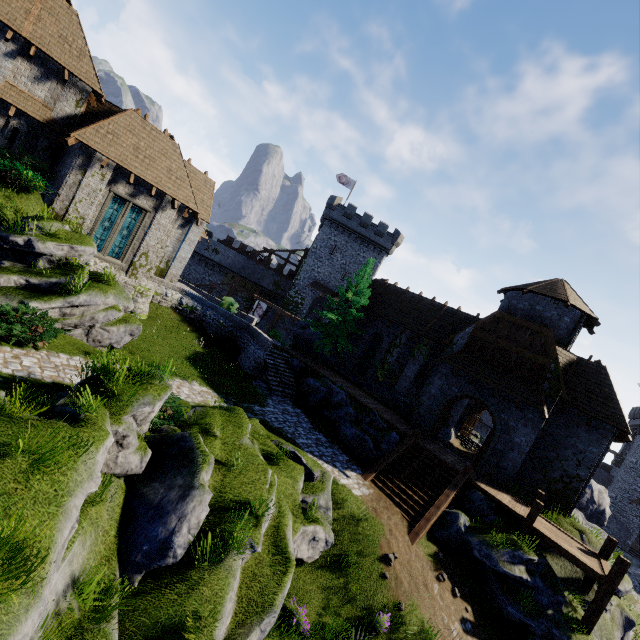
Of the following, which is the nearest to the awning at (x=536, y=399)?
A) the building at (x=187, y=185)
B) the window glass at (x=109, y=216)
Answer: the building at (x=187, y=185)

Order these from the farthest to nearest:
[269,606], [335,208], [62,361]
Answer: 1. [335,208]
2. [62,361]
3. [269,606]

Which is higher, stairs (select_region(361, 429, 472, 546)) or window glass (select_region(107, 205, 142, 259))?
window glass (select_region(107, 205, 142, 259))

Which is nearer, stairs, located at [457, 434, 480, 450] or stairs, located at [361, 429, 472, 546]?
stairs, located at [361, 429, 472, 546]

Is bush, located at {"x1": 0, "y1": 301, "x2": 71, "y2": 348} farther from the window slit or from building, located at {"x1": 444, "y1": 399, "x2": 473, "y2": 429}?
building, located at {"x1": 444, "y1": 399, "x2": 473, "y2": 429}

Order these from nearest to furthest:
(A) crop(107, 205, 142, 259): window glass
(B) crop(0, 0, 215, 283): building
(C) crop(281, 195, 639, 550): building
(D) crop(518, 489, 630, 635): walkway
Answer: (D) crop(518, 489, 630, 635): walkway → (B) crop(0, 0, 215, 283): building → (C) crop(281, 195, 639, 550): building → (A) crop(107, 205, 142, 259): window glass

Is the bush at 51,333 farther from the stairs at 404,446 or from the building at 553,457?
the building at 553,457

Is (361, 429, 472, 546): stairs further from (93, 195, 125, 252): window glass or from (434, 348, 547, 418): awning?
(93, 195, 125, 252): window glass
